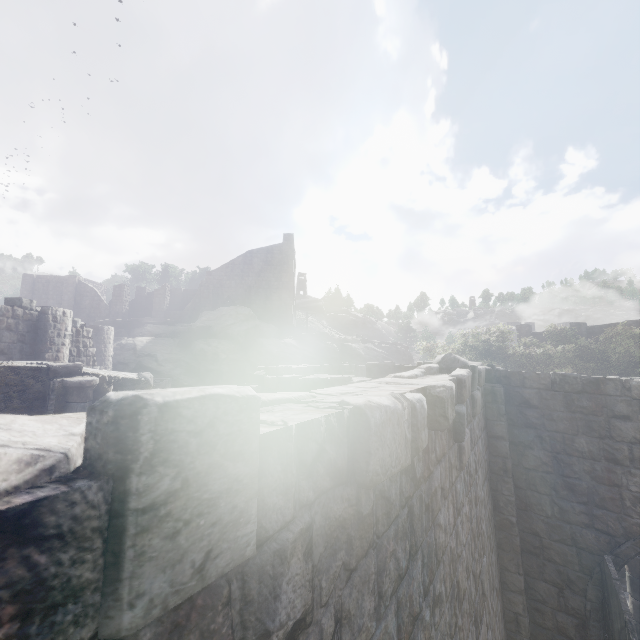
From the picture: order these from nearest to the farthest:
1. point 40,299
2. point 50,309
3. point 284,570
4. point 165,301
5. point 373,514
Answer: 1. point 284,570
2. point 373,514
3. point 50,309
4. point 40,299
5. point 165,301

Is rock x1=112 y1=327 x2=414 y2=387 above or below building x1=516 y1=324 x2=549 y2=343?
below

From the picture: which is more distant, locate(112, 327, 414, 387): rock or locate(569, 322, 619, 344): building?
locate(569, 322, 619, 344): building

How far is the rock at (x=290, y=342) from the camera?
27.1m

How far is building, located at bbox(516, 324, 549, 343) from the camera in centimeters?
3553cm

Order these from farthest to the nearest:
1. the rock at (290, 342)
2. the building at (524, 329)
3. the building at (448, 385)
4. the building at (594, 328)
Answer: the building at (524, 329) < the building at (594, 328) < the rock at (290, 342) < the building at (448, 385)

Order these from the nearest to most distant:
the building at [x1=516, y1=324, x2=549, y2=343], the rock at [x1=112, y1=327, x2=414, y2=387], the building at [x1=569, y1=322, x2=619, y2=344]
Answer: the rock at [x1=112, y1=327, x2=414, y2=387]
the building at [x1=569, y1=322, x2=619, y2=344]
the building at [x1=516, y1=324, x2=549, y2=343]
